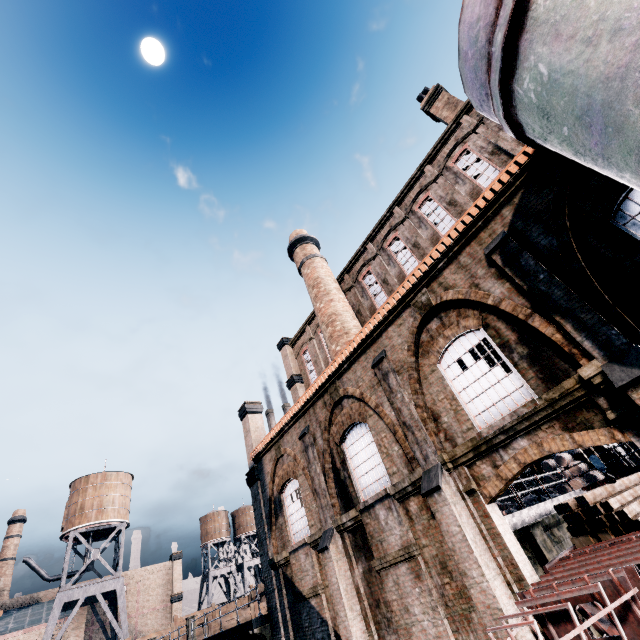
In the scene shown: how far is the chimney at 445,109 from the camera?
19.4 meters

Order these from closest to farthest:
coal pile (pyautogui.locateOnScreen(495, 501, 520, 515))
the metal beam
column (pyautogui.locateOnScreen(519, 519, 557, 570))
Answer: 1. the metal beam
2. column (pyautogui.locateOnScreen(519, 519, 557, 570))
3. coal pile (pyautogui.locateOnScreen(495, 501, 520, 515))

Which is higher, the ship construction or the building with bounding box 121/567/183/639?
the building with bounding box 121/567/183/639

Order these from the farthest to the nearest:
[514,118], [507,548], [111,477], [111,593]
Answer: [111,477] < [111,593] < [507,548] < [514,118]

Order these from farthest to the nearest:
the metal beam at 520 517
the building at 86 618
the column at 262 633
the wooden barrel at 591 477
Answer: the building at 86 618 → the wooden barrel at 591 477 → the column at 262 633 → the metal beam at 520 517

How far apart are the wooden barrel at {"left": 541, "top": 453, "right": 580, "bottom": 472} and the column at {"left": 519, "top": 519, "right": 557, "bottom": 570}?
9.79m

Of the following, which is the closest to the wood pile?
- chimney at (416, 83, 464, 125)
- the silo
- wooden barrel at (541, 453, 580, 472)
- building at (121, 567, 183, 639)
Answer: the silo

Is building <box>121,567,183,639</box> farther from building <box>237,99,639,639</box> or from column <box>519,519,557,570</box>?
column <box>519,519,557,570</box>
